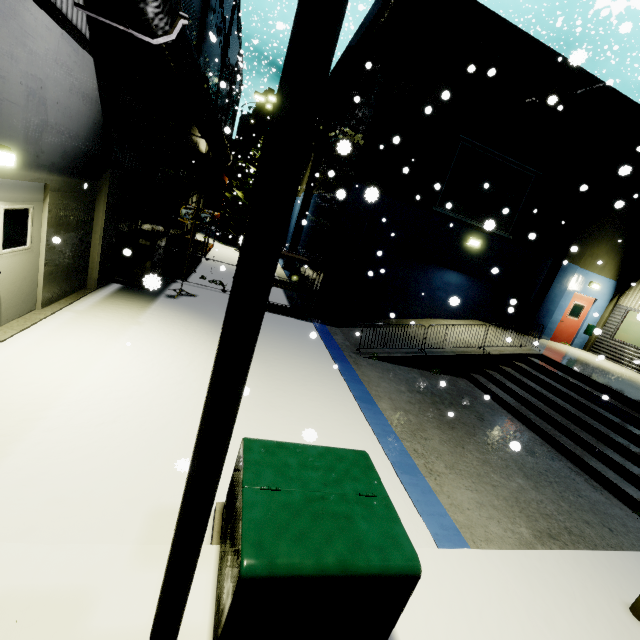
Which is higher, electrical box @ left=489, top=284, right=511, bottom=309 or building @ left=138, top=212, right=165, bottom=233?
electrical box @ left=489, top=284, right=511, bottom=309

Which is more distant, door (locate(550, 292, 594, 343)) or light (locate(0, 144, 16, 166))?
door (locate(550, 292, 594, 343))

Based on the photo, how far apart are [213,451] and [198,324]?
7.1m

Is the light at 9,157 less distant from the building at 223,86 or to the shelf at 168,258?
the building at 223,86

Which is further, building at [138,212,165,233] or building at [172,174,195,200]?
building at [172,174,195,200]

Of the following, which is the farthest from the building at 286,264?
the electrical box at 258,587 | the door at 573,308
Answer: the electrical box at 258,587

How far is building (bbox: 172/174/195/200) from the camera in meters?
15.1

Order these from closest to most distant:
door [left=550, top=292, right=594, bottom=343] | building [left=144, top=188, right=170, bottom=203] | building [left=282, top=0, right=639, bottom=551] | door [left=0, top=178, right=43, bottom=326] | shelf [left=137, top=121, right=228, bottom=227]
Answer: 1. door [left=0, top=178, right=43, bottom=326]
2. building [left=282, top=0, right=639, bottom=551]
3. shelf [left=137, top=121, right=228, bottom=227]
4. building [left=144, top=188, right=170, bottom=203]
5. door [left=550, top=292, right=594, bottom=343]
